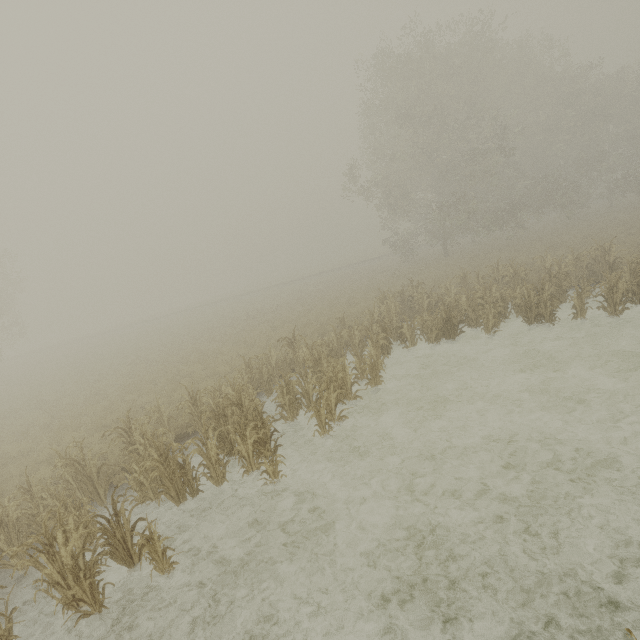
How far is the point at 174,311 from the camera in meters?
53.9 m

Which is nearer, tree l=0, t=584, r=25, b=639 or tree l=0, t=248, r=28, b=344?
tree l=0, t=584, r=25, b=639

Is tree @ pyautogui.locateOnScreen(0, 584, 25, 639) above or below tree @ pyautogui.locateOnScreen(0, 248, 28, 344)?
below

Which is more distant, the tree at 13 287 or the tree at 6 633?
the tree at 13 287

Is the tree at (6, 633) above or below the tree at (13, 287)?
below
